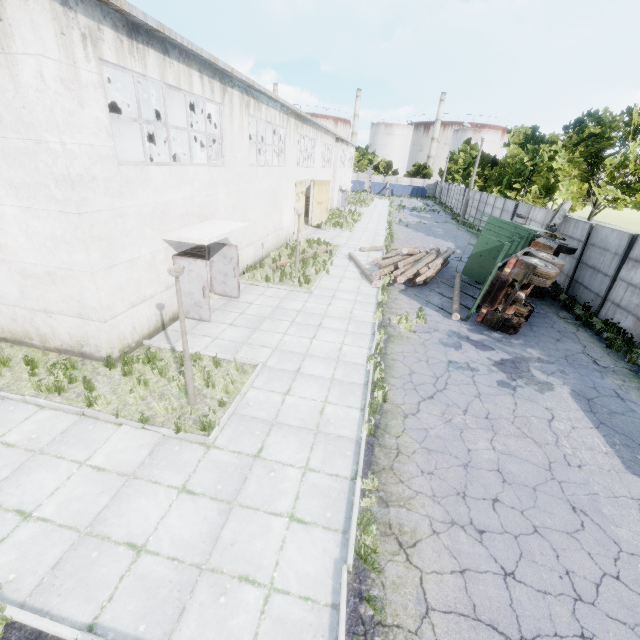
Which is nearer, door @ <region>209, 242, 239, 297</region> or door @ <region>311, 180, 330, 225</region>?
door @ <region>209, 242, 239, 297</region>

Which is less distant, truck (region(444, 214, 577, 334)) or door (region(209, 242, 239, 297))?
truck (region(444, 214, 577, 334))

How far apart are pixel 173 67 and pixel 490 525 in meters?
13.3

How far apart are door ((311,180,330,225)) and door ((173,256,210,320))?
19.8m

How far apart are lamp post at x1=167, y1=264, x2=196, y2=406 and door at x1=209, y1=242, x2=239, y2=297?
6.2 meters

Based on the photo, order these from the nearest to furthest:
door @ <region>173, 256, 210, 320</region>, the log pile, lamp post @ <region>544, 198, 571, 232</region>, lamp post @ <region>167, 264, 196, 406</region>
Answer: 1. lamp post @ <region>167, 264, 196, 406</region>
2. door @ <region>173, 256, 210, 320</region>
3. the log pile
4. lamp post @ <region>544, 198, 571, 232</region>

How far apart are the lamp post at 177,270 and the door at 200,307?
4.0m

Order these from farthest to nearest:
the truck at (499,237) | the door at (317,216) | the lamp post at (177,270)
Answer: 1. the door at (317,216)
2. the truck at (499,237)
3. the lamp post at (177,270)
